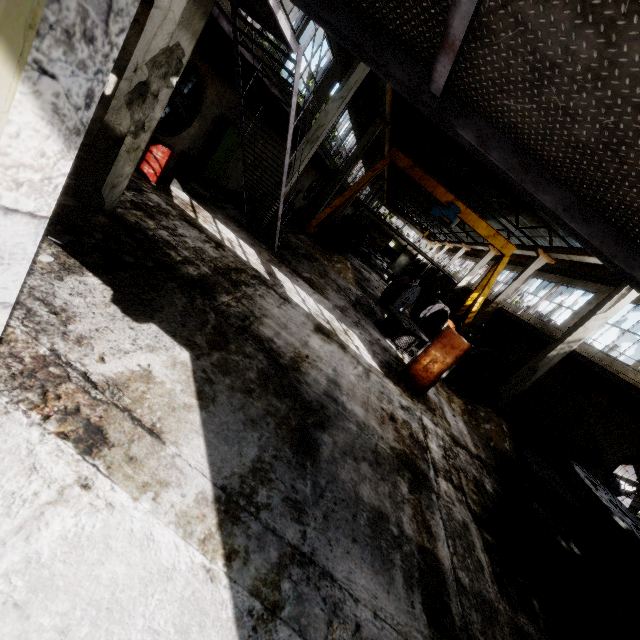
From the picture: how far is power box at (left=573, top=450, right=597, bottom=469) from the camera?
11.3 meters

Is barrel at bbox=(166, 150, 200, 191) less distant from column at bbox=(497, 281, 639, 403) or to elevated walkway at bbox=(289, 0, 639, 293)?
elevated walkway at bbox=(289, 0, 639, 293)

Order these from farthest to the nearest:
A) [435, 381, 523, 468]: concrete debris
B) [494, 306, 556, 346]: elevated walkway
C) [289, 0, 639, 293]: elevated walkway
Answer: [494, 306, 556, 346]: elevated walkway → [435, 381, 523, 468]: concrete debris → [289, 0, 639, 293]: elevated walkway

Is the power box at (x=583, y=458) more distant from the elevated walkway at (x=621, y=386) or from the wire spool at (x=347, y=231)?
the wire spool at (x=347, y=231)

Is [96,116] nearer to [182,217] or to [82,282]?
[182,217]

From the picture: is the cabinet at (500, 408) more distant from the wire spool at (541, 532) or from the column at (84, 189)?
the column at (84, 189)

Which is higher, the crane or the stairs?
the crane

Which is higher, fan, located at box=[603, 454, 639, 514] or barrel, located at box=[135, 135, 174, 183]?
fan, located at box=[603, 454, 639, 514]
